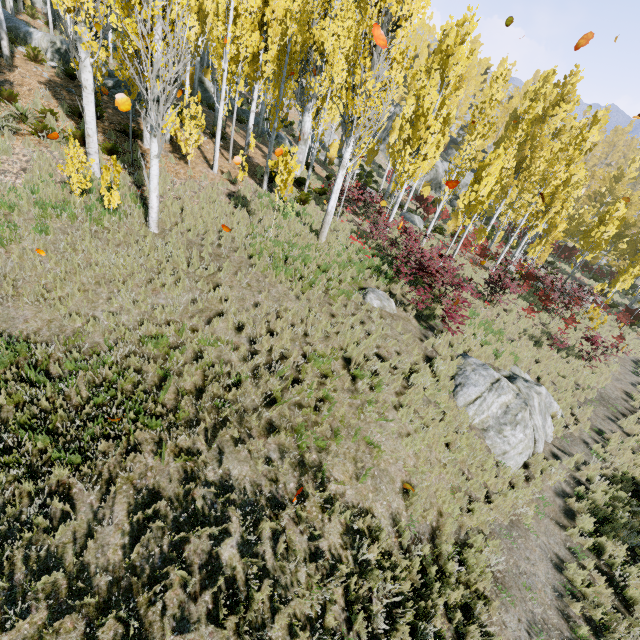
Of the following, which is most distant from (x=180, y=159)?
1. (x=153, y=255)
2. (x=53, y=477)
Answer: (x=53, y=477)

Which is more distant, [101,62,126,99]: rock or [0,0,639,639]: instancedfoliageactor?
[101,62,126,99]: rock

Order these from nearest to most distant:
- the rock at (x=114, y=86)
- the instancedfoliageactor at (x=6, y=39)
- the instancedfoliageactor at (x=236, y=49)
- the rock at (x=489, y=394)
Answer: the instancedfoliageactor at (x=236, y=49) → the rock at (x=489, y=394) → the instancedfoliageactor at (x=6, y=39) → the rock at (x=114, y=86)

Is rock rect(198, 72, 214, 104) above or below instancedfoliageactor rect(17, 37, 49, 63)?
above

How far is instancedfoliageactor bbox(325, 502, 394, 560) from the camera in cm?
506

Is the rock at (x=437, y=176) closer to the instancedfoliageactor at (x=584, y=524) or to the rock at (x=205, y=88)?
the instancedfoliageactor at (x=584, y=524)

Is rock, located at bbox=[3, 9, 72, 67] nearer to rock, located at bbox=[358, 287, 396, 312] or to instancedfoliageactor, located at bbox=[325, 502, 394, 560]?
instancedfoliageactor, located at bbox=[325, 502, 394, 560]

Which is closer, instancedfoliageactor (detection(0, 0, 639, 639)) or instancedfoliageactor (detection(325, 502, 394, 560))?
instancedfoliageactor (detection(325, 502, 394, 560))
